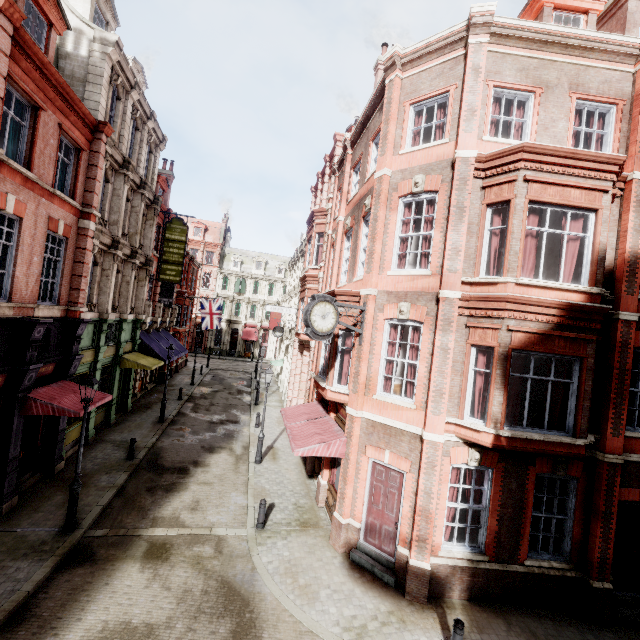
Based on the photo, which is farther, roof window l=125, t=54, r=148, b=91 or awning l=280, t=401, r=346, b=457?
roof window l=125, t=54, r=148, b=91

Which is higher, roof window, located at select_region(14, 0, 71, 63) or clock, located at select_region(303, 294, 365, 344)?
roof window, located at select_region(14, 0, 71, 63)

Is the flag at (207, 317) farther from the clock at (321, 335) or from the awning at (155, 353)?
the clock at (321, 335)

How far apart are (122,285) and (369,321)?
15.1m

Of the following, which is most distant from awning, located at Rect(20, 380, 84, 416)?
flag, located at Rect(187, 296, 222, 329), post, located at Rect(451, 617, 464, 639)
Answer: flag, located at Rect(187, 296, 222, 329)

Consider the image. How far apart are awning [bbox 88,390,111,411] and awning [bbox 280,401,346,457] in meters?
7.0 m

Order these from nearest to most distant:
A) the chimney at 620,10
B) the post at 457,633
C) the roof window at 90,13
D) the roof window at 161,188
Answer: the post at 457,633 → the chimney at 620,10 → the roof window at 90,13 → the roof window at 161,188

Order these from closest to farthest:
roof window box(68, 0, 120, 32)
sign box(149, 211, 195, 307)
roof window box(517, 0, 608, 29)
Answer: roof window box(517, 0, 608, 29) → roof window box(68, 0, 120, 32) → sign box(149, 211, 195, 307)
